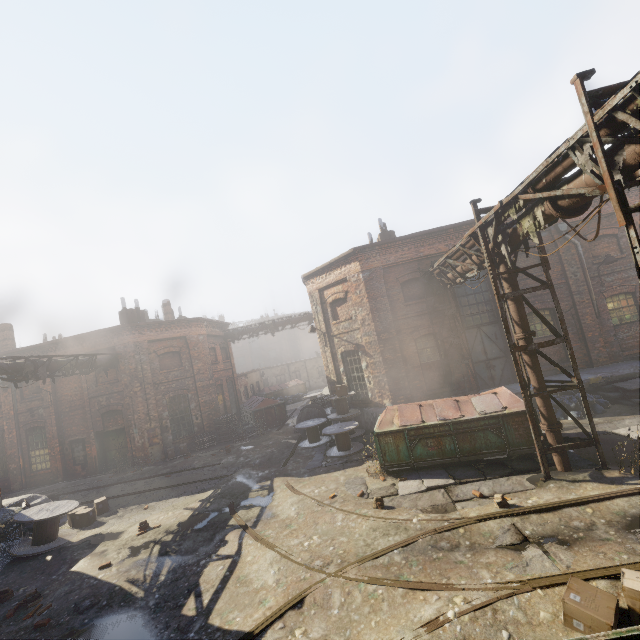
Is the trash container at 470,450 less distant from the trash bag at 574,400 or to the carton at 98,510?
the trash bag at 574,400

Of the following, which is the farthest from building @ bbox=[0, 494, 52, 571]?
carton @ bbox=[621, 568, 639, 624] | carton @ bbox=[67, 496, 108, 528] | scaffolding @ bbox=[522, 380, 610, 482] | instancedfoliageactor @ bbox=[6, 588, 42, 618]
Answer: scaffolding @ bbox=[522, 380, 610, 482]

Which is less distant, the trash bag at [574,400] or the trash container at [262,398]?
the trash bag at [574,400]

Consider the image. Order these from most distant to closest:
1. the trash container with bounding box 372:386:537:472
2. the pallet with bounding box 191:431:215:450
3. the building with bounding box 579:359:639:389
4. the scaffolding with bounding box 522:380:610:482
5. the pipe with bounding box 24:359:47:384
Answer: the pallet with bounding box 191:431:215:450 < the pipe with bounding box 24:359:47:384 < the building with bounding box 579:359:639:389 < the trash container with bounding box 372:386:537:472 < the scaffolding with bounding box 522:380:610:482

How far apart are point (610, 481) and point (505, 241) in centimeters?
582cm

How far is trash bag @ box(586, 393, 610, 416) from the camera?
11.09m

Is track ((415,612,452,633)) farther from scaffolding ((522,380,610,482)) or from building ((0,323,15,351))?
building ((0,323,15,351))

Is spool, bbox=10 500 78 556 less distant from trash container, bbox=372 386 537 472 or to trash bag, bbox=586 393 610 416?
trash container, bbox=372 386 537 472
